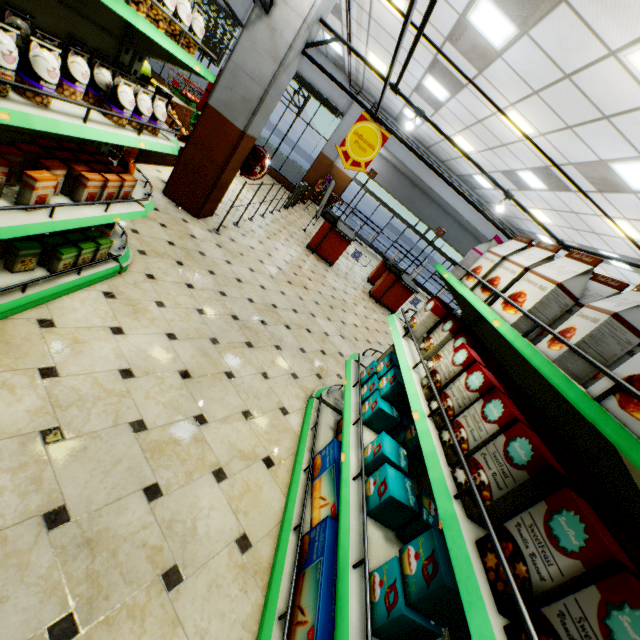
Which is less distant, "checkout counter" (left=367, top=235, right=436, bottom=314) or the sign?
the sign

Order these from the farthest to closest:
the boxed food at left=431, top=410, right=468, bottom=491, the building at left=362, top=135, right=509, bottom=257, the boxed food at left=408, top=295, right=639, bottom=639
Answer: the building at left=362, top=135, right=509, bottom=257 → the boxed food at left=431, top=410, right=468, bottom=491 → the boxed food at left=408, top=295, right=639, bottom=639

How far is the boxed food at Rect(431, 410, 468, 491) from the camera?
1.3 meters

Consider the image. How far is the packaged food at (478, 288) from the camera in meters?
1.9 m

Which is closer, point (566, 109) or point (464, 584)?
point (464, 584)

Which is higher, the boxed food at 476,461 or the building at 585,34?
the building at 585,34

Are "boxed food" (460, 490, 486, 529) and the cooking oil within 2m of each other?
no

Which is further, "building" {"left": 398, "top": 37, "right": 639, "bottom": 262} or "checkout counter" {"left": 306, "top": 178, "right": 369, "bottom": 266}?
"checkout counter" {"left": 306, "top": 178, "right": 369, "bottom": 266}
